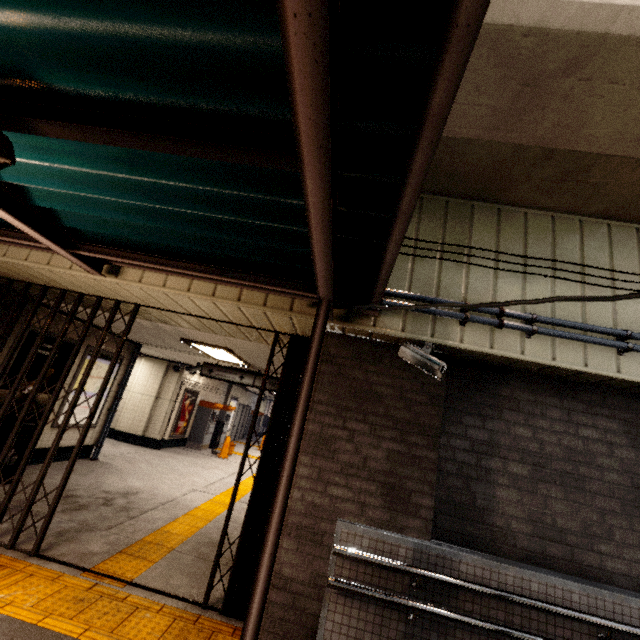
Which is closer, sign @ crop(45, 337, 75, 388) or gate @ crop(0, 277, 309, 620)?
gate @ crop(0, 277, 309, 620)

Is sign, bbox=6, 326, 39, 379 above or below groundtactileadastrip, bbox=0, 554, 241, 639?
above

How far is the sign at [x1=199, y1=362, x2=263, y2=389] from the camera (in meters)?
8.41

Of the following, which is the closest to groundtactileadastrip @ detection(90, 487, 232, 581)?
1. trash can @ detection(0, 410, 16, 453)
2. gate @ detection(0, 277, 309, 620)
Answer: gate @ detection(0, 277, 309, 620)

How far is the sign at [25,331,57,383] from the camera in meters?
5.9

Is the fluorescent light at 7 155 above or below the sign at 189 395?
above

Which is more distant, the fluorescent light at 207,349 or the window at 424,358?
the fluorescent light at 207,349

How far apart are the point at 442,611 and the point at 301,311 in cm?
285
